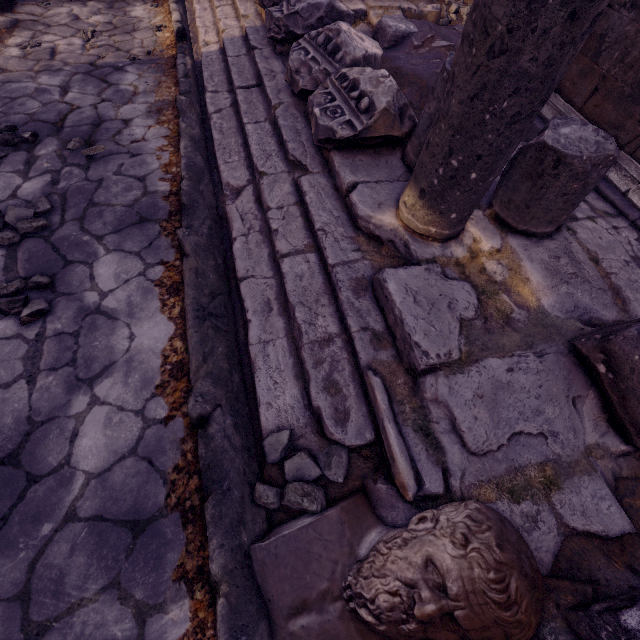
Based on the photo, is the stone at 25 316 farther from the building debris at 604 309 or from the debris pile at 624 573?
the debris pile at 624 573

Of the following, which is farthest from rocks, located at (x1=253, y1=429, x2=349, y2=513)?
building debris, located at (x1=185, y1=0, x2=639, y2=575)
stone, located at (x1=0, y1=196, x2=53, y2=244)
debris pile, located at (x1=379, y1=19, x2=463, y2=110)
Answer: debris pile, located at (x1=379, y1=19, x2=463, y2=110)

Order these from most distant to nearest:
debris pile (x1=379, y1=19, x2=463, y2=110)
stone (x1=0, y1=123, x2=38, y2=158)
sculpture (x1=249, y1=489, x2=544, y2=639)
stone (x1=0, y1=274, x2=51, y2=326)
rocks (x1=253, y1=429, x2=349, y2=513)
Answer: debris pile (x1=379, y1=19, x2=463, y2=110)
stone (x1=0, y1=123, x2=38, y2=158)
stone (x1=0, y1=274, x2=51, y2=326)
rocks (x1=253, y1=429, x2=349, y2=513)
sculpture (x1=249, y1=489, x2=544, y2=639)

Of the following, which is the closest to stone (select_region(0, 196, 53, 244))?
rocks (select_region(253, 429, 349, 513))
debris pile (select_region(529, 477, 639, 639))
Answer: rocks (select_region(253, 429, 349, 513))

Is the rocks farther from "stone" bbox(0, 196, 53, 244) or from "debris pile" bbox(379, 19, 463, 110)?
"debris pile" bbox(379, 19, 463, 110)

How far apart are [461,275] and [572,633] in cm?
170

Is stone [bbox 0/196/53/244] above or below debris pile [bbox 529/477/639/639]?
below

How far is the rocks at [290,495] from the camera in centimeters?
156cm
